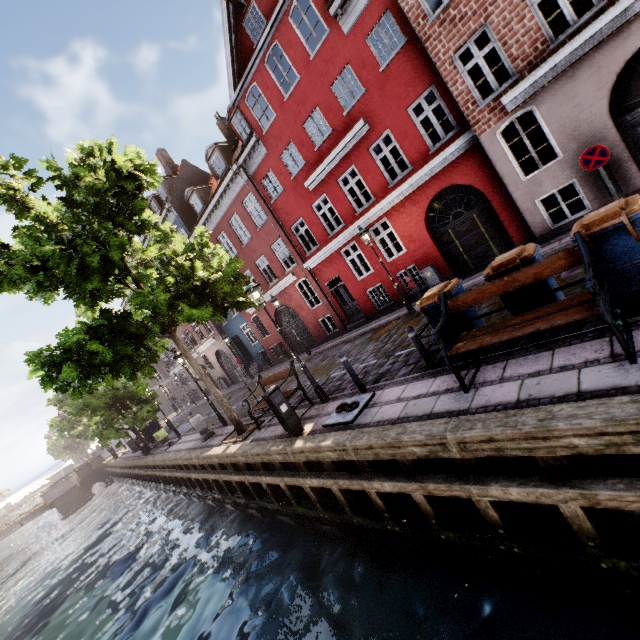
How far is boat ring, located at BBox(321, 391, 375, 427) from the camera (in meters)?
6.64

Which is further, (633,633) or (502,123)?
(502,123)

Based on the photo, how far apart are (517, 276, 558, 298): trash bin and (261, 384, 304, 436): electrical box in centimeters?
498cm

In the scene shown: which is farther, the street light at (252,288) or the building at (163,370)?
the building at (163,370)

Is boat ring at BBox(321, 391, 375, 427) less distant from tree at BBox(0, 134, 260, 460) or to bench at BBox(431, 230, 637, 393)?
bench at BBox(431, 230, 637, 393)

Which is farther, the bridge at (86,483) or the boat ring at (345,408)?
the bridge at (86,483)

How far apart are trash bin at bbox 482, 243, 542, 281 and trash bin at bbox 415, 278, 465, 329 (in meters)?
0.55

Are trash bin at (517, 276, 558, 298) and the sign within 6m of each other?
yes
